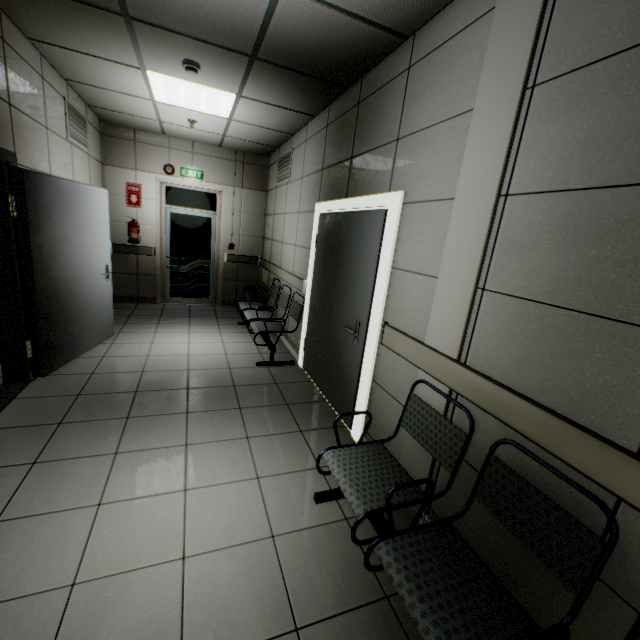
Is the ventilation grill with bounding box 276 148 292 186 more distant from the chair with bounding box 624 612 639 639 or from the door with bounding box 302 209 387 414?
the chair with bounding box 624 612 639 639

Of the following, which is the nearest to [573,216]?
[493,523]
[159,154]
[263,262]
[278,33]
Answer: [493,523]

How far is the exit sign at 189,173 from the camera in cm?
636

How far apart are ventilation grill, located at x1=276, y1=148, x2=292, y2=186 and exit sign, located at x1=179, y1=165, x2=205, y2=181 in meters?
1.6

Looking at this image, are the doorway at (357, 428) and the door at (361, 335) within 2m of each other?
yes

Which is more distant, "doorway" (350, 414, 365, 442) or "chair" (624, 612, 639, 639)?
"doorway" (350, 414, 365, 442)

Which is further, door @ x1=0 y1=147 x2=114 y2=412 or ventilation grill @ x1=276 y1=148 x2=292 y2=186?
ventilation grill @ x1=276 y1=148 x2=292 y2=186

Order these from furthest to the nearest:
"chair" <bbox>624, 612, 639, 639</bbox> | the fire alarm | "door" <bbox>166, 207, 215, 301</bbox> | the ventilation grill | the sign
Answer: "door" <bbox>166, 207, 215, 301</bbox>
the sign
the ventilation grill
the fire alarm
"chair" <bbox>624, 612, 639, 639</bbox>
